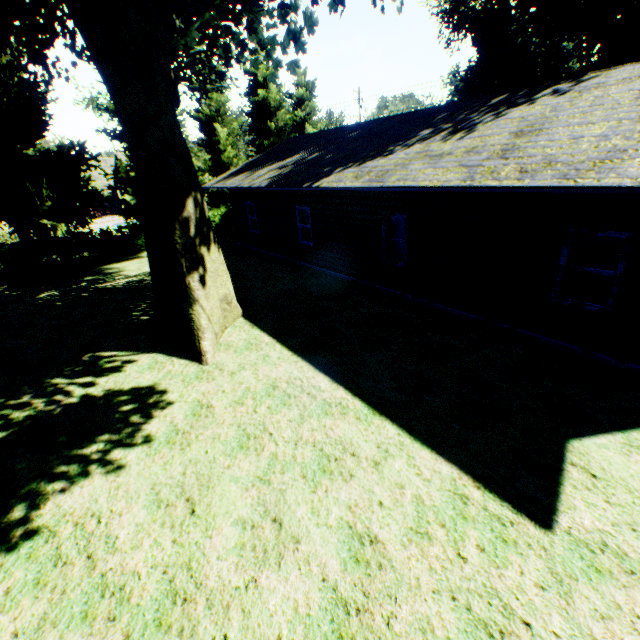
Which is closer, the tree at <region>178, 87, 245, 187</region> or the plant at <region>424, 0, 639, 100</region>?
the plant at <region>424, 0, 639, 100</region>

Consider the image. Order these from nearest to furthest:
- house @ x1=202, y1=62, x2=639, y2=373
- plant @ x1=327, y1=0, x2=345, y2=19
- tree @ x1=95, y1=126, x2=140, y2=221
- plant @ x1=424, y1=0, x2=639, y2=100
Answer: house @ x1=202, y1=62, x2=639, y2=373, plant @ x1=327, y1=0, x2=345, y2=19, plant @ x1=424, y1=0, x2=639, y2=100, tree @ x1=95, y1=126, x2=140, y2=221

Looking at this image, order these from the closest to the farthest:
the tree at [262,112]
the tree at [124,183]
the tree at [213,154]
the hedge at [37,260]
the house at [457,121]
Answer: the house at [457,121] → the hedge at [37,260] → the tree at [124,183] → the tree at [213,154] → the tree at [262,112]

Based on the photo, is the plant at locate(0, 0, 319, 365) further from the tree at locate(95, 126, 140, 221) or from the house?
the house

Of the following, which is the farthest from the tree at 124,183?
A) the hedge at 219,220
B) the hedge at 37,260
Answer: the hedge at 37,260

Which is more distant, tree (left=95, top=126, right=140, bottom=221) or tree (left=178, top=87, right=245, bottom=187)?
tree (left=178, top=87, right=245, bottom=187)

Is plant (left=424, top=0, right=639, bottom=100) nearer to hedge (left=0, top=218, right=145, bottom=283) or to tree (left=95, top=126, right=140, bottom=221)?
tree (left=95, top=126, right=140, bottom=221)

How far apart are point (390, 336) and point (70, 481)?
7.09m
